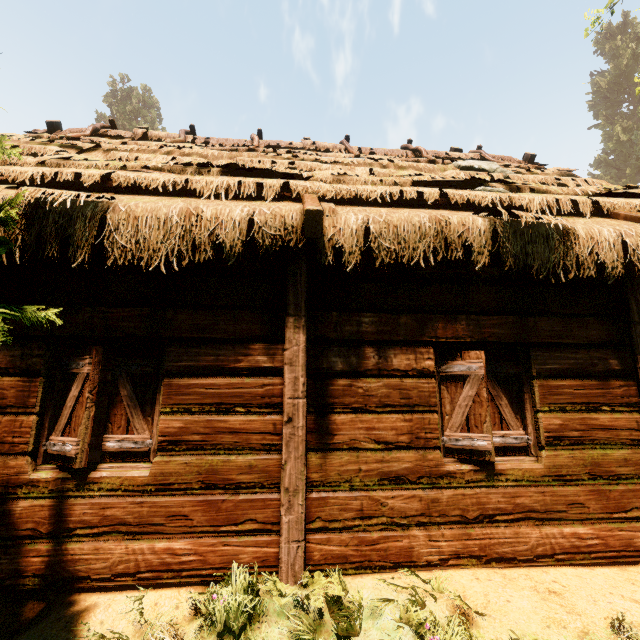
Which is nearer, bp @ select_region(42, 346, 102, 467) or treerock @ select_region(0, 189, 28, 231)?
treerock @ select_region(0, 189, 28, 231)

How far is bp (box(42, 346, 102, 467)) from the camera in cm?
298

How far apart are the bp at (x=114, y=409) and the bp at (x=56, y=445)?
0.2 meters

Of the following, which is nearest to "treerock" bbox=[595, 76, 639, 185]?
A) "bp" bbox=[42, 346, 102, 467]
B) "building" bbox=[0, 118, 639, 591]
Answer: "building" bbox=[0, 118, 639, 591]

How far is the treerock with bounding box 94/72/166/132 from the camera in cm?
5312

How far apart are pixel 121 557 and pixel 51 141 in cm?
696

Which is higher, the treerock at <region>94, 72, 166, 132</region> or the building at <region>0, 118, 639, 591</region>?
the treerock at <region>94, 72, 166, 132</region>

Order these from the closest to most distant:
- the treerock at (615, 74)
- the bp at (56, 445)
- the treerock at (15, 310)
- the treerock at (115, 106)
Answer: the treerock at (15, 310) → the bp at (56, 445) → the treerock at (115, 106) → the treerock at (615, 74)
